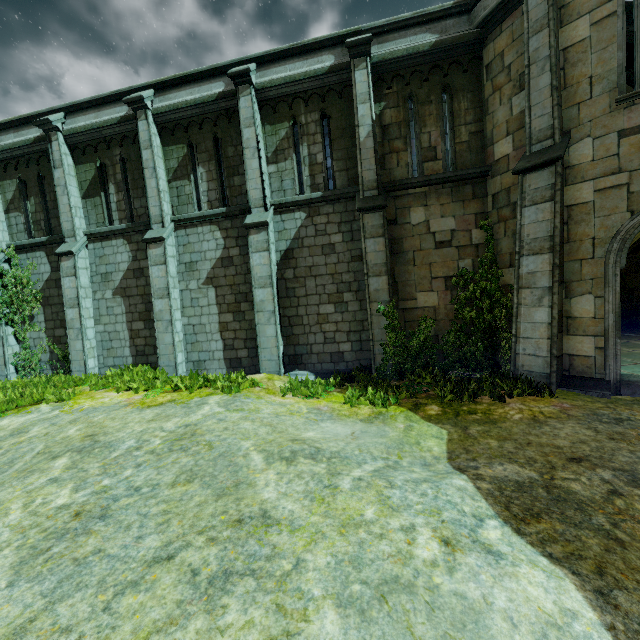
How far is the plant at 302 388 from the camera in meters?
7.4

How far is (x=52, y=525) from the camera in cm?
370

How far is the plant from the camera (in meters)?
7.40
